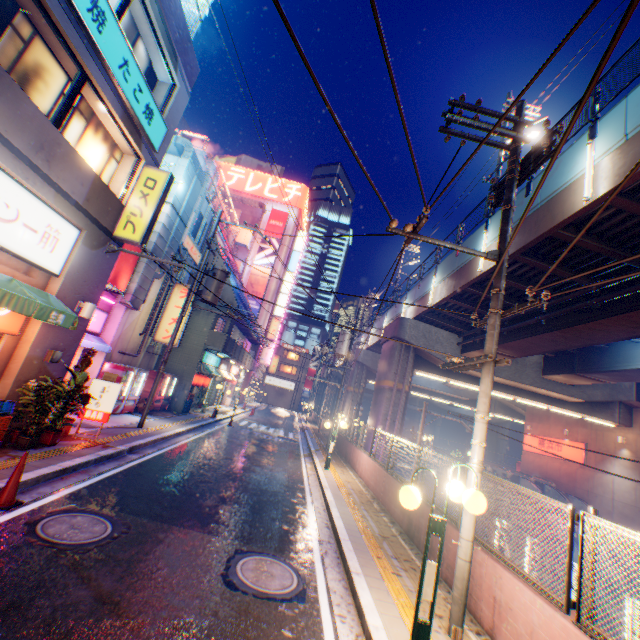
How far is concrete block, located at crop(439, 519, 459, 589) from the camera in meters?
6.1

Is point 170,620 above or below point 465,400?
below

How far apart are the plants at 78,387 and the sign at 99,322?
2.3m

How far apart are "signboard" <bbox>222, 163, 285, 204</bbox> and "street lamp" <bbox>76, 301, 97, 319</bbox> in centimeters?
4157cm

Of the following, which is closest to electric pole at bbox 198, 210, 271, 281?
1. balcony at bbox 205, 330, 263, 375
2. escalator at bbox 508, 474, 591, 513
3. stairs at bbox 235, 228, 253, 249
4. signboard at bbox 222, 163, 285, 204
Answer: balcony at bbox 205, 330, 263, 375

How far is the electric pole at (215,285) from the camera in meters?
13.8 m

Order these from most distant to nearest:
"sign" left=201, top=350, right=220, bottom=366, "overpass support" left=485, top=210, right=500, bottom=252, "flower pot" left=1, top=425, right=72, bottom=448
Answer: "sign" left=201, top=350, right=220, bottom=366
"overpass support" left=485, top=210, right=500, bottom=252
"flower pot" left=1, top=425, right=72, bottom=448

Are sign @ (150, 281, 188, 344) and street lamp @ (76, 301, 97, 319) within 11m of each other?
yes
